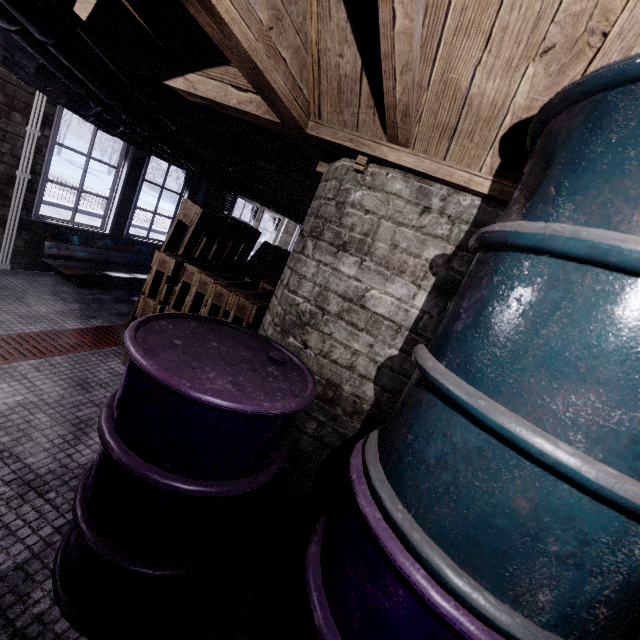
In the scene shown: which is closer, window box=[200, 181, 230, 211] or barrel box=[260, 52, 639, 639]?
barrel box=[260, 52, 639, 639]

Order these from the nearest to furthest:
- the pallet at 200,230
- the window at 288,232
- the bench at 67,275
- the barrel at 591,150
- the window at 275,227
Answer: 1. the barrel at 591,150
2. the pallet at 200,230
3. the bench at 67,275
4. the window at 275,227
5. the window at 288,232

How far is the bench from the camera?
3.61m

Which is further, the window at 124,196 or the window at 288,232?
the window at 288,232

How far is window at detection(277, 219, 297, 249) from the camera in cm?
862

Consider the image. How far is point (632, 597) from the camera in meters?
0.6

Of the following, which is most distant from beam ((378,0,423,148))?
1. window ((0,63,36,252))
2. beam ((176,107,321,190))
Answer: window ((0,63,36,252))
